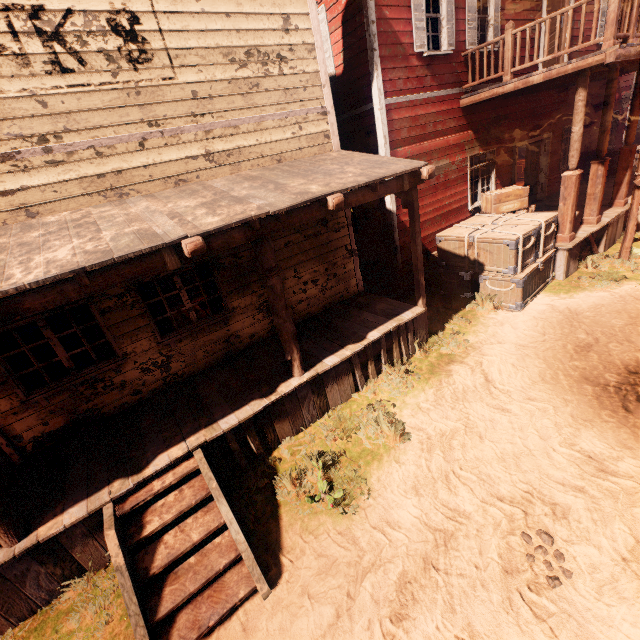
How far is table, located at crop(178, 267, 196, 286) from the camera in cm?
1043

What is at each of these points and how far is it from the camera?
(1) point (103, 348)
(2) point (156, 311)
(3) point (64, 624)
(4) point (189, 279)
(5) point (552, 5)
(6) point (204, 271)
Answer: (1) curtain, 5.4m
(2) curtain, 5.7m
(3) z, 3.8m
(4) table, 10.6m
(5) bp, 9.1m
(6) curtain, 6.0m

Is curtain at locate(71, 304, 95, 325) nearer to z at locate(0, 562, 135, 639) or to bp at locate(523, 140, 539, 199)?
bp at locate(523, 140, 539, 199)

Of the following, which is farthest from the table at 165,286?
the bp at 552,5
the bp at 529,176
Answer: the bp at 529,176

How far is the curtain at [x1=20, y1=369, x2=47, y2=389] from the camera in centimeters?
493cm

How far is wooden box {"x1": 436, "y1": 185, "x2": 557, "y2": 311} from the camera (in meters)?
7.33

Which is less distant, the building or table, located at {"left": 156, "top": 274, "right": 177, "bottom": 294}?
the building

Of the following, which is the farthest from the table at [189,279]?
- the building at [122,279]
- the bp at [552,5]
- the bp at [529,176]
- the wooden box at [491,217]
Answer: the bp at [529,176]
